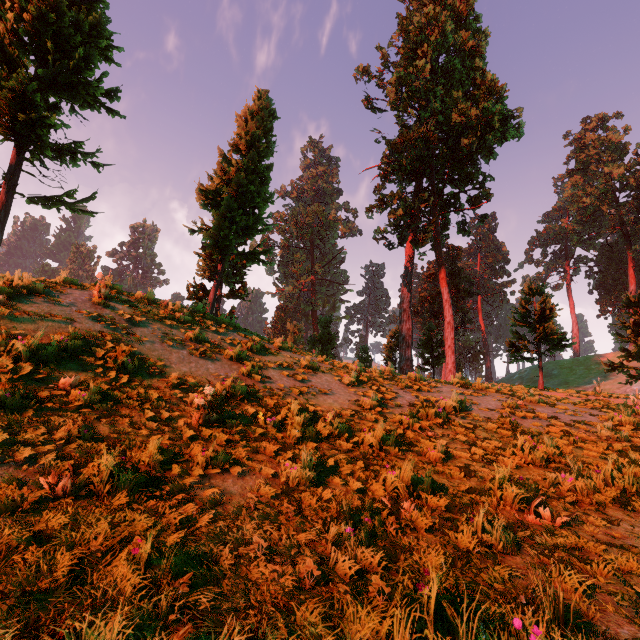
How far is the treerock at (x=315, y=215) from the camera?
55.62m

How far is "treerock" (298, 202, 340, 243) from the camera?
55.6m

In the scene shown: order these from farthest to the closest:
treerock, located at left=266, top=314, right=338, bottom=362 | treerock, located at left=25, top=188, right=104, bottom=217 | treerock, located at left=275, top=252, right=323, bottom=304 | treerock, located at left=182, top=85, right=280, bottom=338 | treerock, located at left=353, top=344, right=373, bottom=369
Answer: treerock, located at left=275, top=252, right=323, bottom=304, treerock, located at left=182, top=85, right=280, bottom=338, treerock, located at left=266, top=314, right=338, bottom=362, treerock, located at left=353, top=344, right=373, bottom=369, treerock, located at left=25, top=188, right=104, bottom=217

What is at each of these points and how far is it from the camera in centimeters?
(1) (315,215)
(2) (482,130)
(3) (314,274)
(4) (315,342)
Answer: (1) treerock, 5562cm
(2) treerock, 2580cm
(3) treerock, 5662cm
(4) treerock, 3434cm

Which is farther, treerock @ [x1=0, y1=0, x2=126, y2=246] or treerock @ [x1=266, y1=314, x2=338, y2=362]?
treerock @ [x1=266, y1=314, x2=338, y2=362]

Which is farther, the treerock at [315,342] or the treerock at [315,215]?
the treerock at [315,215]
